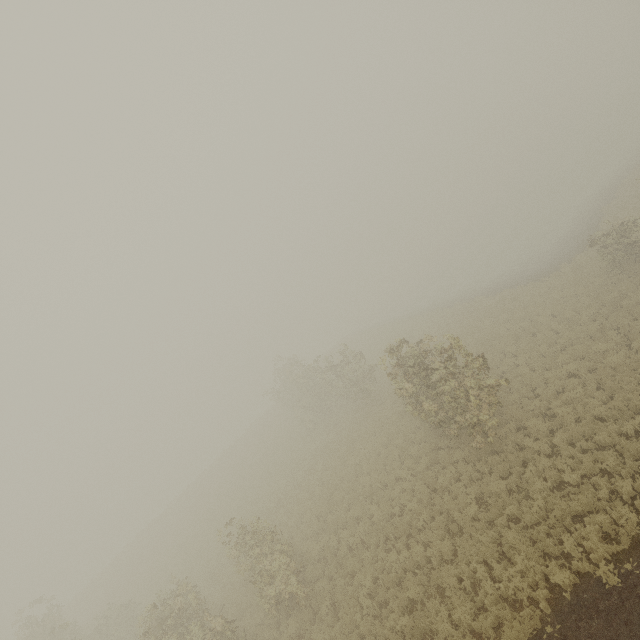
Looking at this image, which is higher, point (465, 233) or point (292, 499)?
point (292, 499)
